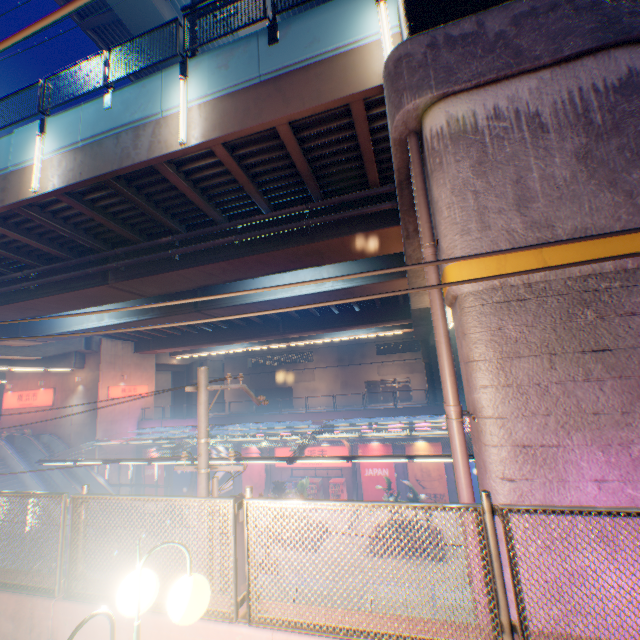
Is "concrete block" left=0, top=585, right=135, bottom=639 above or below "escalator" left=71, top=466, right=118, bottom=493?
above

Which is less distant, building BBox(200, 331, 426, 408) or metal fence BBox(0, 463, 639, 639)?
metal fence BBox(0, 463, 639, 639)

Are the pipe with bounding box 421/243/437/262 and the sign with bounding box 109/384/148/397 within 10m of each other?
no

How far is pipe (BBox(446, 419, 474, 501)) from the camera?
4.7m

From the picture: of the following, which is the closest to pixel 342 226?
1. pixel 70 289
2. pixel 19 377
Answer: pixel 70 289

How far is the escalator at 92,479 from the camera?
26.1m

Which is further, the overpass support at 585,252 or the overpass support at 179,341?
the overpass support at 179,341

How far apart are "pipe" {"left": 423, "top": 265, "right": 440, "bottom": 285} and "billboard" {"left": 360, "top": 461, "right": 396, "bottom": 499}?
20.9 meters
